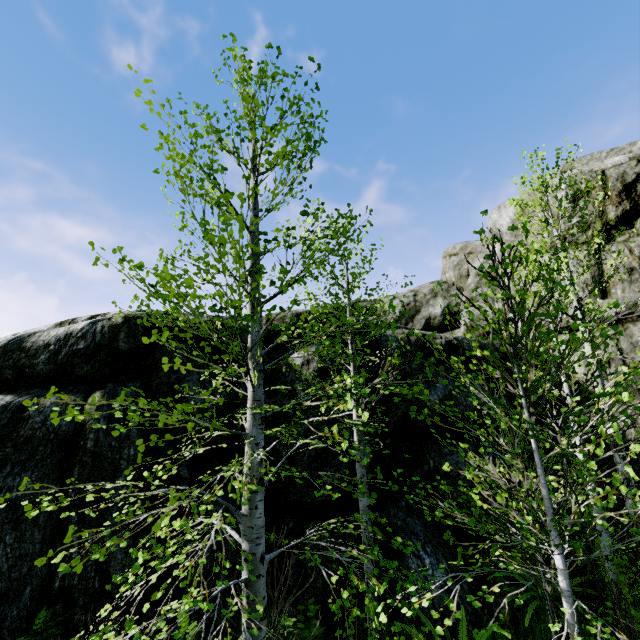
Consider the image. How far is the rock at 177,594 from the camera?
5.3m

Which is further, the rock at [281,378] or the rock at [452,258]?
the rock at [452,258]

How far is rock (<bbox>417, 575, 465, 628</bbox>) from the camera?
5.6 meters

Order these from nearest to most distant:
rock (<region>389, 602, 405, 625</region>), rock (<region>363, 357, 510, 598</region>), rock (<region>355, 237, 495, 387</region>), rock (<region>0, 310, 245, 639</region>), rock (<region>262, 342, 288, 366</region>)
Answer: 1. rock (<region>0, 310, 245, 639</region>)
2. rock (<region>389, 602, 405, 625</region>)
3. rock (<region>363, 357, 510, 598</region>)
4. rock (<region>262, 342, 288, 366</region>)
5. rock (<region>355, 237, 495, 387</region>)

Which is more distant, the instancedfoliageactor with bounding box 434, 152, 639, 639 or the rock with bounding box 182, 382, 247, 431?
the rock with bounding box 182, 382, 247, 431

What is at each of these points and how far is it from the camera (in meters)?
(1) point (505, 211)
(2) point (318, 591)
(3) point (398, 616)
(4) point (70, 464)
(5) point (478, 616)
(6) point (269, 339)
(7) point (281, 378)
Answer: (1) rock, 12.33
(2) rock, 5.62
(3) rock, 5.88
(4) rock, 5.95
(5) rock, 5.78
(6) rock, 8.36
(7) rock, 7.62

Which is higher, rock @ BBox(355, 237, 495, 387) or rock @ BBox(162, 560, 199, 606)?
rock @ BBox(355, 237, 495, 387)
